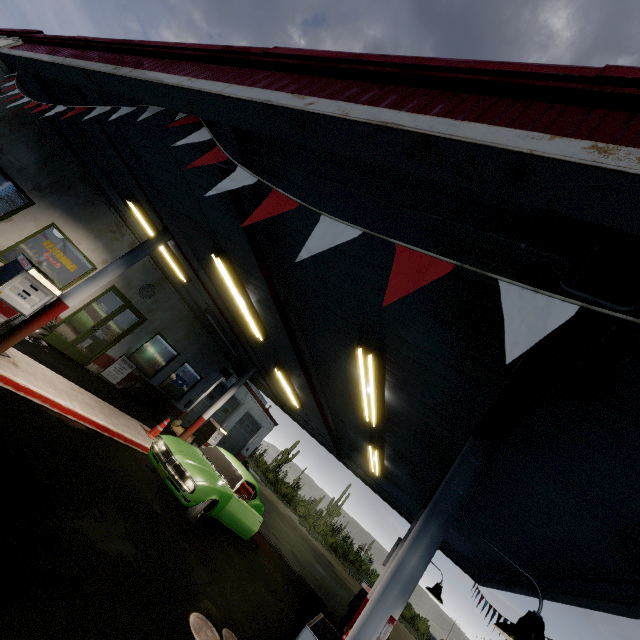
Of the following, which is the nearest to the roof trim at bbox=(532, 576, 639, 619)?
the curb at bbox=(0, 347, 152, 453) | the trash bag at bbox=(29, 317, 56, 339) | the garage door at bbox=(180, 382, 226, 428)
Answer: the garage door at bbox=(180, 382, 226, 428)

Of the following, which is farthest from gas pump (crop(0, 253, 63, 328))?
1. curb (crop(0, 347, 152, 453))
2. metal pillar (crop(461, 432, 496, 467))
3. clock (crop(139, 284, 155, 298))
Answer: metal pillar (crop(461, 432, 496, 467))

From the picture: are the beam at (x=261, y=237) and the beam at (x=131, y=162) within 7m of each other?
yes

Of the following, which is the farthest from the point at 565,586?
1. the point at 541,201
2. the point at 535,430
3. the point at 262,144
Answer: the point at 262,144

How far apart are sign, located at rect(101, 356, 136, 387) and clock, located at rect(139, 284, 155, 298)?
2.18m

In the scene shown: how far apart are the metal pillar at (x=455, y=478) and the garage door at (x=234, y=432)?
20.0 meters

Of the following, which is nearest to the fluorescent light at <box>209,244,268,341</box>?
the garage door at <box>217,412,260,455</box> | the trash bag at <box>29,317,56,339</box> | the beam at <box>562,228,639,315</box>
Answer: the beam at <box>562,228,639,315</box>

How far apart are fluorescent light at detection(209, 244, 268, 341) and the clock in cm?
560
